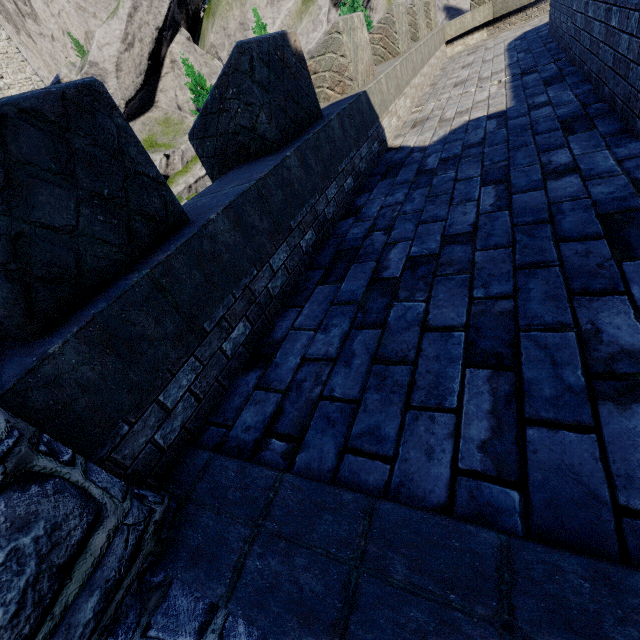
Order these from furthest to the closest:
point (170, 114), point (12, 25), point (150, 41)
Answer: point (12, 25) → point (170, 114) → point (150, 41)

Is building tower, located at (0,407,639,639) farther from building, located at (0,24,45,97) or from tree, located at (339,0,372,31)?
building, located at (0,24,45,97)

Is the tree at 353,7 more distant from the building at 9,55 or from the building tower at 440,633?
the building at 9,55

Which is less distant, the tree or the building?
the tree

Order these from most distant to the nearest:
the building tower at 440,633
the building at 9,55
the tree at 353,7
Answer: the building at 9,55, the tree at 353,7, the building tower at 440,633

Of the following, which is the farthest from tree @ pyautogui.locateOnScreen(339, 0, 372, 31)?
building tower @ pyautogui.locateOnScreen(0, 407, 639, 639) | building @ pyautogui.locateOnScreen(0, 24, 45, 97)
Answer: building @ pyautogui.locateOnScreen(0, 24, 45, 97)
